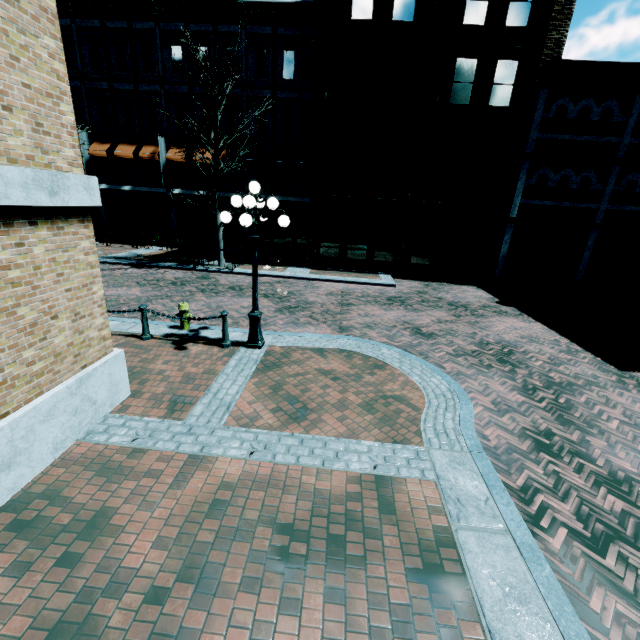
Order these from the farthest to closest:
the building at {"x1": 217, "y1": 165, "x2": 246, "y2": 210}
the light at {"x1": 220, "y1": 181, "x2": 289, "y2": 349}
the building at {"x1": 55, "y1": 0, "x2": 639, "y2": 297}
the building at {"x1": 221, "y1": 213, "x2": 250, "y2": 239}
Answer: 1. the building at {"x1": 221, "y1": 213, "x2": 250, "y2": 239}
2. the building at {"x1": 217, "y1": 165, "x2": 246, "y2": 210}
3. the building at {"x1": 55, "y1": 0, "x2": 639, "y2": 297}
4. the light at {"x1": 220, "y1": 181, "x2": 289, "y2": 349}

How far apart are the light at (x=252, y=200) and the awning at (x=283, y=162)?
13.5 meters

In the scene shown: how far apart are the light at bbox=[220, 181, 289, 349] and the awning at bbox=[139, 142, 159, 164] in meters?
16.6 m

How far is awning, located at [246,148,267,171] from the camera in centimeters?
1928cm

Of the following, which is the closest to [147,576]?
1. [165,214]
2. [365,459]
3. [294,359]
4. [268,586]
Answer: [268,586]

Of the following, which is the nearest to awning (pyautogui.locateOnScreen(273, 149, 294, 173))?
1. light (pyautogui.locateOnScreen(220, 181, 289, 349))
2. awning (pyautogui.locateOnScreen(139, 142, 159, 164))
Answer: awning (pyautogui.locateOnScreen(139, 142, 159, 164))

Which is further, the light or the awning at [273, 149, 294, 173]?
the awning at [273, 149, 294, 173]

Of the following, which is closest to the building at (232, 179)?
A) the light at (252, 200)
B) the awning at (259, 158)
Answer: the awning at (259, 158)
